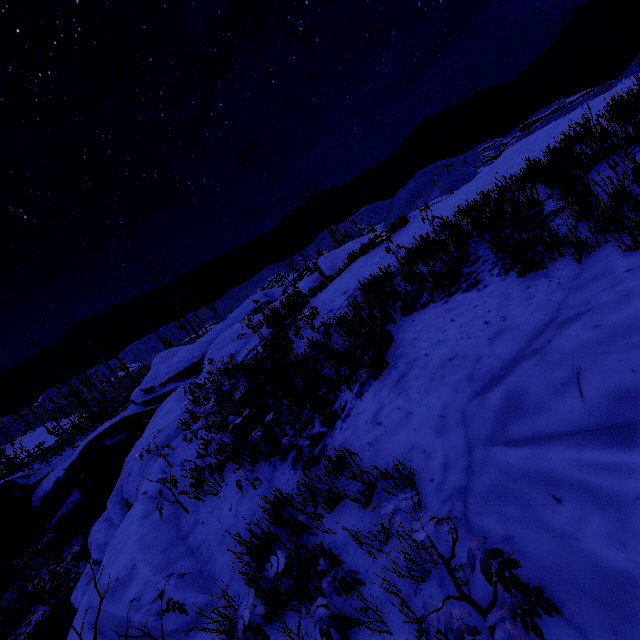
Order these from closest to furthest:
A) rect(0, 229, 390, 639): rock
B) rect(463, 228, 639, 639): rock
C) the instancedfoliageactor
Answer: rect(463, 228, 639, 639): rock < the instancedfoliageactor < rect(0, 229, 390, 639): rock

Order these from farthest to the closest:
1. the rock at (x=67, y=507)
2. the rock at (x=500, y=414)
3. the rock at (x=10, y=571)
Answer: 1. the rock at (x=10, y=571)
2. the rock at (x=67, y=507)
3. the rock at (x=500, y=414)

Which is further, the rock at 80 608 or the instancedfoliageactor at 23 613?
the rock at 80 608

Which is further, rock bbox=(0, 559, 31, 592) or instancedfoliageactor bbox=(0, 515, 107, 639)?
rock bbox=(0, 559, 31, 592)

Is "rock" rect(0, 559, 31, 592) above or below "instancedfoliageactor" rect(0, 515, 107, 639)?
above

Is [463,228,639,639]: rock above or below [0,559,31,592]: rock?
above

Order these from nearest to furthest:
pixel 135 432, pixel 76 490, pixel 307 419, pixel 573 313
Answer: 1. pixel 573 313
2. pixel 307 419
3. pixel 76 490
4. pixel 135 432
